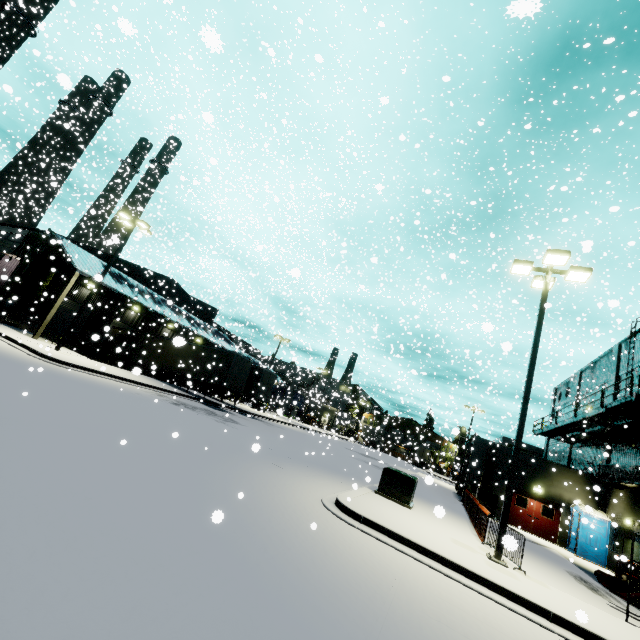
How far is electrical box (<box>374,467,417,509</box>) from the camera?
12.6m

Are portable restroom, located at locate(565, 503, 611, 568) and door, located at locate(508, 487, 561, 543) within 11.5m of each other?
yes

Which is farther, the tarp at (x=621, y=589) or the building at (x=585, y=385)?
the building at (x=585, y=385)

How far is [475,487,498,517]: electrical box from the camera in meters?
22.1

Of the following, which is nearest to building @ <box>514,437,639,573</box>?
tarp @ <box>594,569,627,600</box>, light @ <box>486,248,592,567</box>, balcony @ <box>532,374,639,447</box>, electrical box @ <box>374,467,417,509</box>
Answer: balcony @ <box>532,374,639,447</box>

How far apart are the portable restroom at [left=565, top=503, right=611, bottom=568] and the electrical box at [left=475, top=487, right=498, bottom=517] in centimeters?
401cm

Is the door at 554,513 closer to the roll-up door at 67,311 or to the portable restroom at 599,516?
the portable restroom at 599,516

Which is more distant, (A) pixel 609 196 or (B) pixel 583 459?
(A) pixel 609 196
